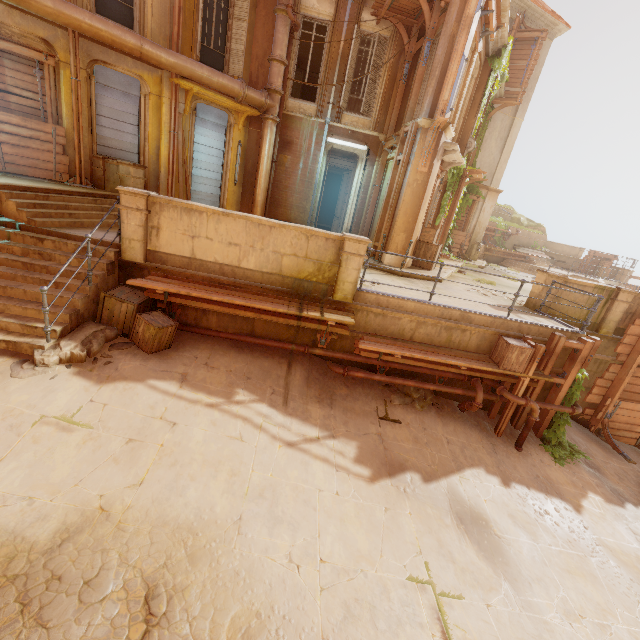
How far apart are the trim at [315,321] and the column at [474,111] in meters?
11.2

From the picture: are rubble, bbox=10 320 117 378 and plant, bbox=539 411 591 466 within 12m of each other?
yes

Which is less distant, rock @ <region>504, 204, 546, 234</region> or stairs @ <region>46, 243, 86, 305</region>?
stairs @ <region>46, 243, 86, 305</region>

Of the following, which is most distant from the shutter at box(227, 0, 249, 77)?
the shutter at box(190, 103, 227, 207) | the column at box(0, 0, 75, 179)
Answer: the column at box(0, 0, 75, 179)

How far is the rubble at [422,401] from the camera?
7.82m

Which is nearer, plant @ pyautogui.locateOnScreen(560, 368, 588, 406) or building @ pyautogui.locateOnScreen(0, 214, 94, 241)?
building @ pyautogui.locateOnScreen(0, 214, 94, 241)

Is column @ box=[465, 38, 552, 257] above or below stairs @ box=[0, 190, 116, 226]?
above

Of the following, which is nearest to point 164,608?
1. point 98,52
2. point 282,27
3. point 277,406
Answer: point 277,406
